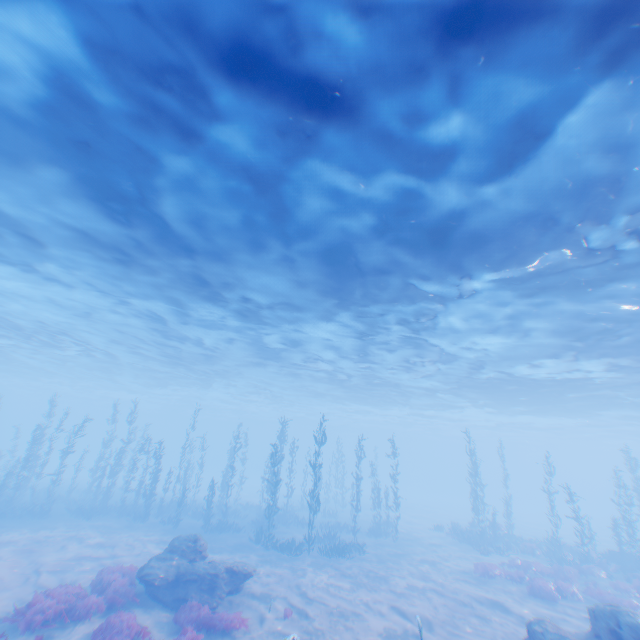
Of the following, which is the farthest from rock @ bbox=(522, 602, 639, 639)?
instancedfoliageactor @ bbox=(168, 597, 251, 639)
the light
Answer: instancedfoliageactor @ bbox=(168, 597, 251, 639)

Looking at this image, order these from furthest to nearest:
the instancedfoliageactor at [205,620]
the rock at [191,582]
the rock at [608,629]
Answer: the rock at [191,582], the instancedfoliageactor at [205,620], the rock at [608,629]

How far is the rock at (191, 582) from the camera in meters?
11.8

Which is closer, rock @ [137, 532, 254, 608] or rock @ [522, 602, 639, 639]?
rock @ [522, 602, 639, 639]

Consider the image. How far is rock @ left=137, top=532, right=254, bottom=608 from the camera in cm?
1180

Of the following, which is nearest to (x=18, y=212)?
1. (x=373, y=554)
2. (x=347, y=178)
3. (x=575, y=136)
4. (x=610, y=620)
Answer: (x=347, y=178)

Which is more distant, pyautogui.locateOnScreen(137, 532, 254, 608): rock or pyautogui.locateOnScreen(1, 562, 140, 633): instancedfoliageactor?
pyautogui.locateOnScreen(137, 532, 254, 608): rock

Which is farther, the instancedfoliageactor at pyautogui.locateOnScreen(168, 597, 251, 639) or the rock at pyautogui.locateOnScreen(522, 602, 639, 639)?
the instancedfoliageactor at pyautogui.locateOnScreen(168, 597, 251, 639)
